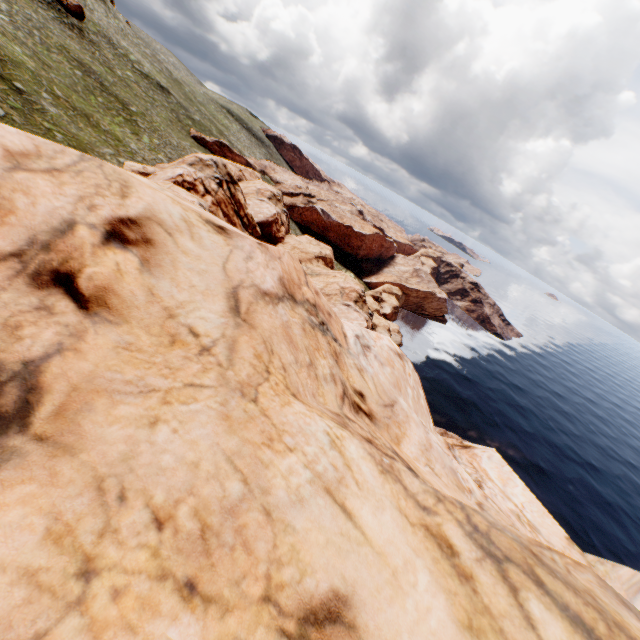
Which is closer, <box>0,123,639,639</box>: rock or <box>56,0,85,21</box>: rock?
<box>0,123,639,639</box>: rock

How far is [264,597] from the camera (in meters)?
3.42

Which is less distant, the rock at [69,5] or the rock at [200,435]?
the rock at [200,435]
